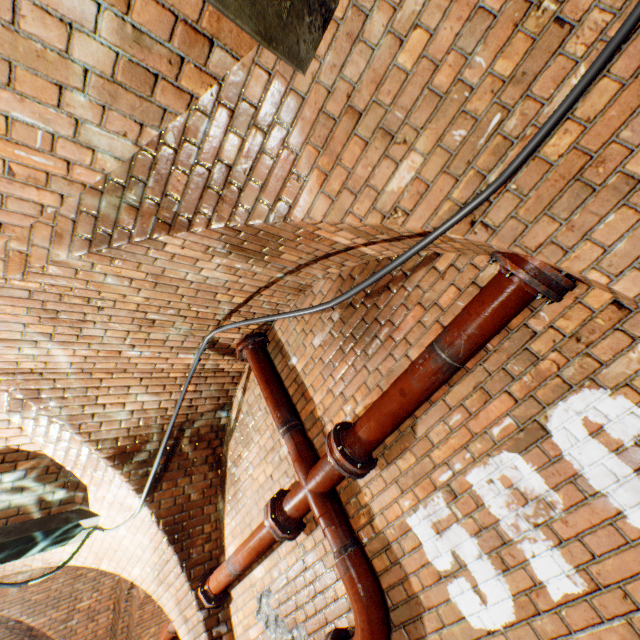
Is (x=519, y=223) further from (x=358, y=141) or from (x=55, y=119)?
(x=55, y=119)

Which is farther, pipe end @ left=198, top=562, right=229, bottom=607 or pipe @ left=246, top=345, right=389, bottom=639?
pipe end @ left=198, top=562, right=229, bottom=607

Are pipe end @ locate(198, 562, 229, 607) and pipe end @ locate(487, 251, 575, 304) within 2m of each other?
no

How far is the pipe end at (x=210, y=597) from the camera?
3.30m

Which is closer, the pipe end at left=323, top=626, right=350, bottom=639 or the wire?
the wire

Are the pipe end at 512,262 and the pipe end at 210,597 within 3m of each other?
no

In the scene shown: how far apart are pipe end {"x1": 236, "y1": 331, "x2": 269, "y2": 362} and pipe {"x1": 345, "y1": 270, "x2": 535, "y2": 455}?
1.4m

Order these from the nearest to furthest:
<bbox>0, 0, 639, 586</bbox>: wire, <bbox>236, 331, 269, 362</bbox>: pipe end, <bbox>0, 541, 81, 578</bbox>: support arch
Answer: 1. <bbox>0, 0, 639, 586</bbox>: wire
2. <bbox>236, 331, 269, 362</bbox>: pipe end
3. <bbox>0, 541, 81, 578</bbox>: support arch
